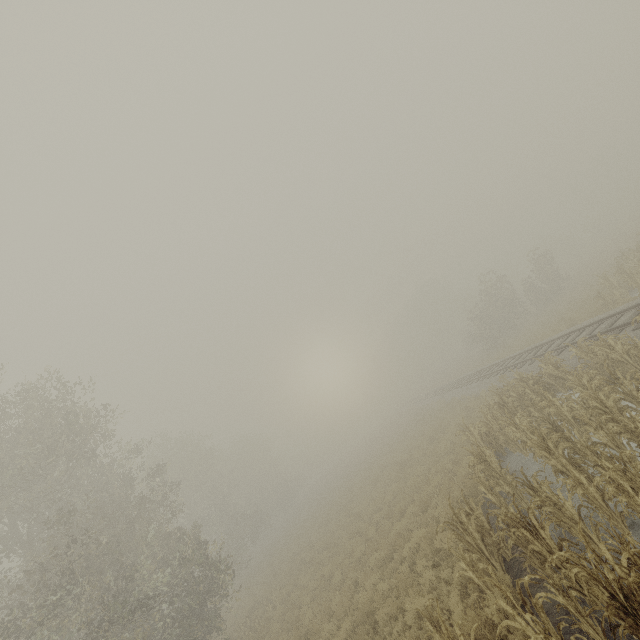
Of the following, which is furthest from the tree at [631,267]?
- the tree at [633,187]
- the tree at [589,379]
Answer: the tree at [633,187]

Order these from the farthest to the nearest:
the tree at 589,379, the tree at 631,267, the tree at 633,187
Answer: the tree at 633,187, the tree at 631,267, the tree at 589,379

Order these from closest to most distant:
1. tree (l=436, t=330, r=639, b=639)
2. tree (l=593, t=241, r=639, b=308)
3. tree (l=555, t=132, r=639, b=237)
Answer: tree (l=436, t=330, r=639, b=639) → tree (l=593, t=241, r=639, b=308) → tree (l=555, t=132, r=639, b=237)

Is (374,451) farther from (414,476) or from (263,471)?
(414,476)

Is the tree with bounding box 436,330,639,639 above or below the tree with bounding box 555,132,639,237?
below

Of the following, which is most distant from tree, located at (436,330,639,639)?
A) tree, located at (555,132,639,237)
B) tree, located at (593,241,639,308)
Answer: tree, located at (555,132,639,237)

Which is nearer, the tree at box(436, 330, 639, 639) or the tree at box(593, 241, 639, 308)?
the tree at box(436, 330, 639, 639)
